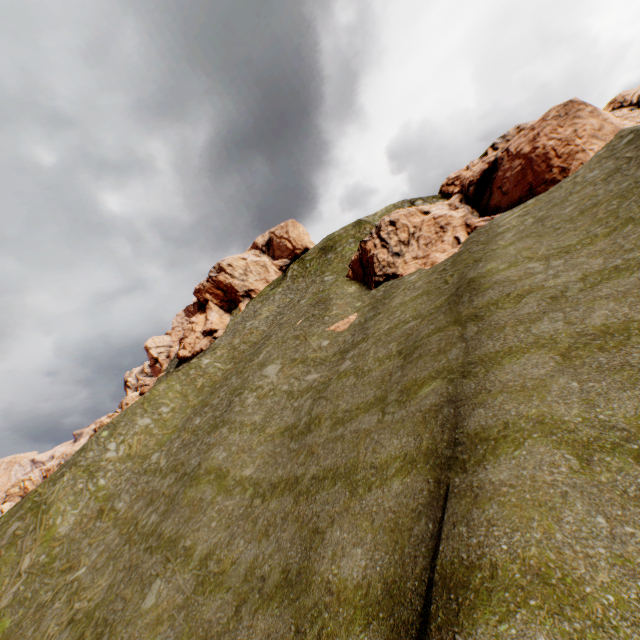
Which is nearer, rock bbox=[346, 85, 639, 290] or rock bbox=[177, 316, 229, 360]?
rock bbox=[346, 85, 639, 290]

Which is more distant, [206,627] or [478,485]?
[206,627]

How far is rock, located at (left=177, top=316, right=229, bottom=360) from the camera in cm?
5636

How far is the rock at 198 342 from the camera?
56.36m

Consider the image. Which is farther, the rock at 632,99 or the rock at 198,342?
the rock at 198,342

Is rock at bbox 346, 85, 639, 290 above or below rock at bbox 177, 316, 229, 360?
below
